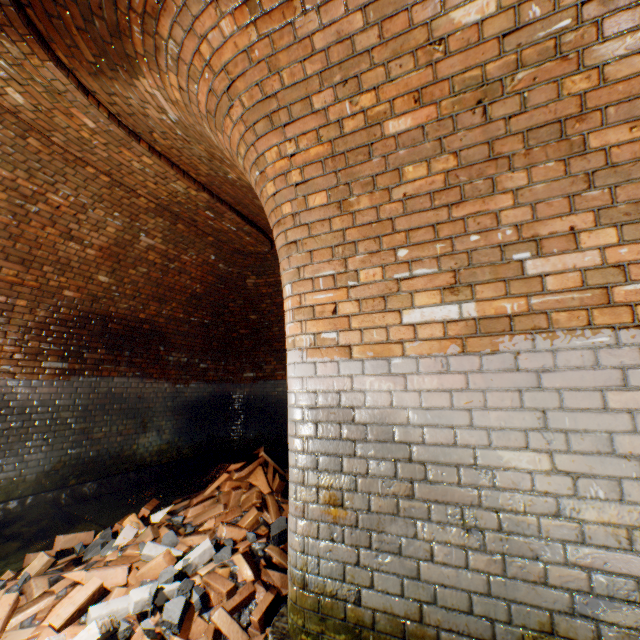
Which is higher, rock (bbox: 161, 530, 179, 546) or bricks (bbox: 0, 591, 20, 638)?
rock (bbox: 161, 530, 179, 546)

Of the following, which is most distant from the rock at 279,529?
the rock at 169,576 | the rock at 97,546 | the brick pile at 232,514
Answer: the rock at 97,546

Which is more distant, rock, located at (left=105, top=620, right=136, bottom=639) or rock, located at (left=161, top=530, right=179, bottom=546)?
rock, located at (left=161, top=530, right=179, bottom=546)

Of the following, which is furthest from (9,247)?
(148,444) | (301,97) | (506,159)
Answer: (506,159)

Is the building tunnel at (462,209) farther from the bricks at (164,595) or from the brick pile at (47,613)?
the bricks at (164,595)

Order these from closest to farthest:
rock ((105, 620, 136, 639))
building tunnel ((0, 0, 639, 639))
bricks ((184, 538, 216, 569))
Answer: building tunnel ((0, 0, 639, 639))
rock ((105, 620, 136, 639))
bricks ((184, 538, 216, 569))

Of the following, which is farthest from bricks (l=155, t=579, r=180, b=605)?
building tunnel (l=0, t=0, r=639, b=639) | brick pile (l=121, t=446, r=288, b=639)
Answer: building tunnel (l=0, t=0, r=639, b=639)

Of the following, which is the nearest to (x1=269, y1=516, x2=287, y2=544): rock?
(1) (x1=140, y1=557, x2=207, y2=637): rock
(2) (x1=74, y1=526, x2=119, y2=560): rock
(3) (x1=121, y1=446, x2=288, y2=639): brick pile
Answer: (3) (x1=121, y1=446, x2=288, y2=639): brick pile
